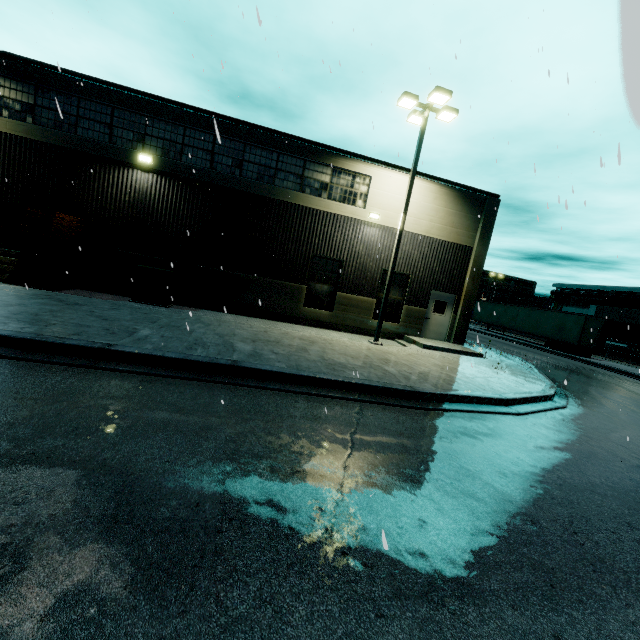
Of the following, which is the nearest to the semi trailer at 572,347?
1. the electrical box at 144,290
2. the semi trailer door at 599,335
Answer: the semi trailer door at 599,335

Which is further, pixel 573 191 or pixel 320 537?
pixel 573 191

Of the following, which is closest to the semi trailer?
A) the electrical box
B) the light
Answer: the light

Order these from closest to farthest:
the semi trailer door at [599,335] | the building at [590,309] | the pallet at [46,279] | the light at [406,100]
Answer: the pallet at [46,279]
the light at [406,100]
the semi trailer door at [599,335]
the building at [590,309]

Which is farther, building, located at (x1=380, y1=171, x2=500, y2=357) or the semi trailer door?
the semi trailer door

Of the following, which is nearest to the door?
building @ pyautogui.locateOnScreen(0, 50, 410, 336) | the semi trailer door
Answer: building @ pyautogui.locateOnScreen(0, 50, 410, 336)

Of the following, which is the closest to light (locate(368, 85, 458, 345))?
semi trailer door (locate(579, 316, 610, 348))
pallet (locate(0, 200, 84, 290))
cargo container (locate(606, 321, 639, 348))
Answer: pallet (locate(0, 200, 84, 290))
